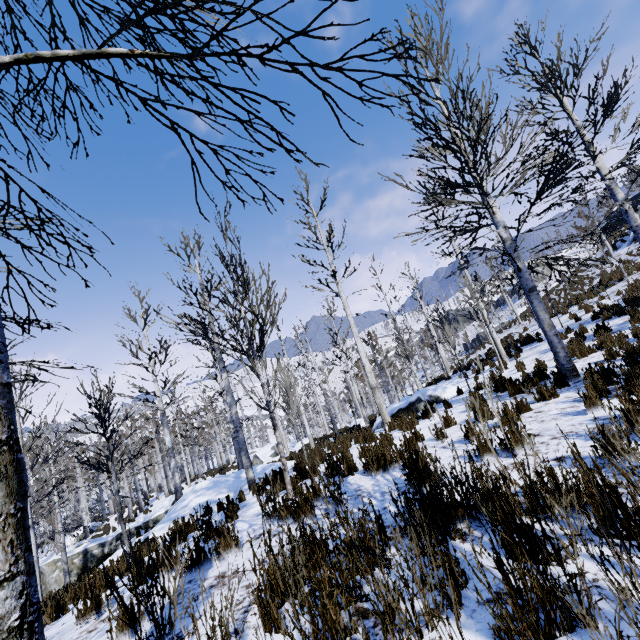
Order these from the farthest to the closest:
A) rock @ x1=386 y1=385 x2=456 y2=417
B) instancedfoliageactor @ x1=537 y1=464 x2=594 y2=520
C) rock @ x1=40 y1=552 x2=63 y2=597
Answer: rock @ x1=40 y1=552 x2=63 y2=597
rock @ x1=386 y1=385 x2=456 y2=417
instancedfoliageactor @ x1=537 y1=464 x2=594 y2=520

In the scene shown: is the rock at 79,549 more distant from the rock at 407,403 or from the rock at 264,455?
the rock at 407,403

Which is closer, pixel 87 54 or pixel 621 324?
pixel 87 54

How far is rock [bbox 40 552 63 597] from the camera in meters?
17.5

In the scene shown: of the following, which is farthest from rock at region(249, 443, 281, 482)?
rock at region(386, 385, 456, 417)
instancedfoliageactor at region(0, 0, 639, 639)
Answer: rock at region(386, 385, 456, 417)

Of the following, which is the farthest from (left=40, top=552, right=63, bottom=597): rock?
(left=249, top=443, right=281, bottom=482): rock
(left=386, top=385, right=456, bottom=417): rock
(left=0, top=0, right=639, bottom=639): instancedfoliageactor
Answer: (left=386, top=385, right=456, bottom=417): rock

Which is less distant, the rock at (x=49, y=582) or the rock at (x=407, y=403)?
the rock at (x=407, y=403)
